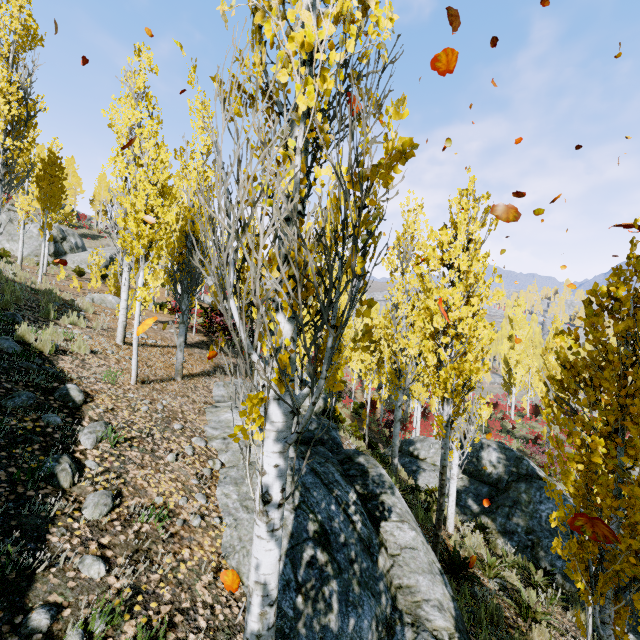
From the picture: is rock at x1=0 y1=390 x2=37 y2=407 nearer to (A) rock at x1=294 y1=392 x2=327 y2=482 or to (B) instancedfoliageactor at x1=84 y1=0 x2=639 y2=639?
(B) instancedfoliageactor at x1=84 y1=0 x2=639 y2=639

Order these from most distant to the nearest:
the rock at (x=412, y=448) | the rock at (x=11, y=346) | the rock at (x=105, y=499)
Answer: the rock at (x=412, y=448) → the rock at (x=11, y=346) → the rock at (x=105, y=499)

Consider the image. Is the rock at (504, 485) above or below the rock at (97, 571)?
below

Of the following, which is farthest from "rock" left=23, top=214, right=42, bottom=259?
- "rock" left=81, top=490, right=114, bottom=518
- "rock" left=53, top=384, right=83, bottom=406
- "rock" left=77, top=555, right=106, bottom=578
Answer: "rock" left=77, top=555, right=106, bottom=578

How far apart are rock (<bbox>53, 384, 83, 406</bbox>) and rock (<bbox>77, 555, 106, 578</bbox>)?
2.7m

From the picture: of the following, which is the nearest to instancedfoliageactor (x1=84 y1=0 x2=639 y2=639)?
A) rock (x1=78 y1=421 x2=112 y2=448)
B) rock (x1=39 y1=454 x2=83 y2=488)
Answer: rock (x1=78 y1=421 x2=112 y2=448)

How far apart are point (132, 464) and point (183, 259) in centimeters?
574cm

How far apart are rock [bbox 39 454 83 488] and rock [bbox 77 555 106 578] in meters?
0.9
